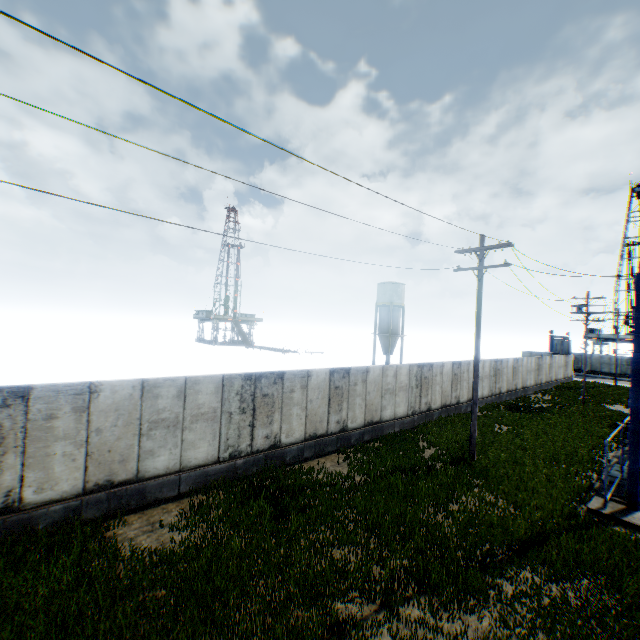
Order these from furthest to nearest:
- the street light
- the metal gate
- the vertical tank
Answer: the metal gate
the vertical tank
the street light

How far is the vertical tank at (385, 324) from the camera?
46.16m

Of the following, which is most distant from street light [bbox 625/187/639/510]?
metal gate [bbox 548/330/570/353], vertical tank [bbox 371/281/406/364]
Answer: metal gate [bbox 548/330/570/353]

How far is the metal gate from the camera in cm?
4831

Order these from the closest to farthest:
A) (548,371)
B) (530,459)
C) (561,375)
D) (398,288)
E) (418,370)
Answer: (530,459)
(418,370)
(548,371)
(561,375)
(398,288)

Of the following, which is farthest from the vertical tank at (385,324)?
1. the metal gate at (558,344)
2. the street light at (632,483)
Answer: the street light at (632,483)

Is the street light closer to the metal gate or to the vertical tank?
the vertical tank
